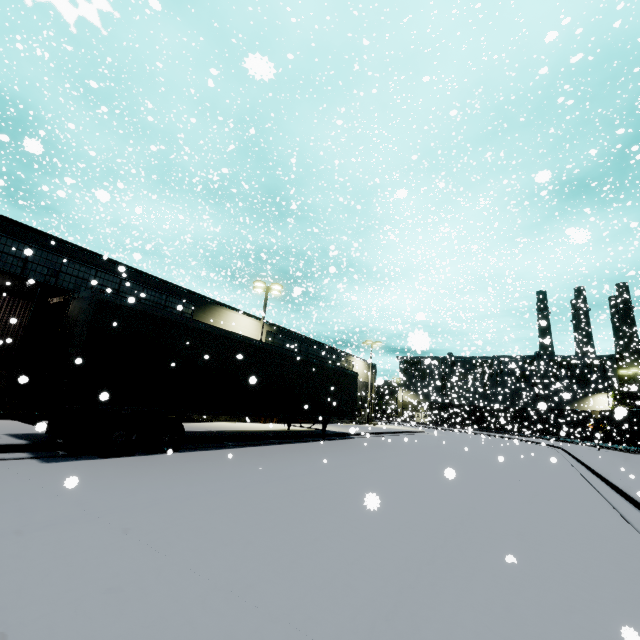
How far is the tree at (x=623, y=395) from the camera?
18.2m

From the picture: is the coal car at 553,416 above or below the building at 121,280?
below

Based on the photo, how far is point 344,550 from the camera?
3.78m

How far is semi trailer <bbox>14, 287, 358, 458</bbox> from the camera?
7.58m

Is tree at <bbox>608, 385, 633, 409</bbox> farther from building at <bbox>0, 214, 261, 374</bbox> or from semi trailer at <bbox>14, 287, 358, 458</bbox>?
semi trailer at <bbox>14, 287, 358, 458</bbox>

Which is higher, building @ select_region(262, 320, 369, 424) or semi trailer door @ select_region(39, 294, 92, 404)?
building @ select_region(262, 320, 369, 424)

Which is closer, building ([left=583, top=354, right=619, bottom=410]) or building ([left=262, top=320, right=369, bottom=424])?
building ([left=262, top=320, right=369, bottom=424])

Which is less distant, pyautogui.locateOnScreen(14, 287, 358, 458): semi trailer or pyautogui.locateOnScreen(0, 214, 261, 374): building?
pyautogui.locateOnScreen(14, 287, 358, 458): semi trailer
